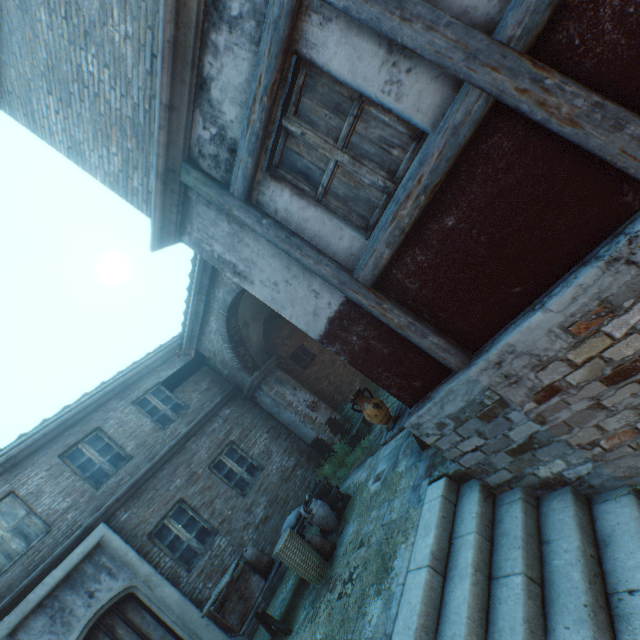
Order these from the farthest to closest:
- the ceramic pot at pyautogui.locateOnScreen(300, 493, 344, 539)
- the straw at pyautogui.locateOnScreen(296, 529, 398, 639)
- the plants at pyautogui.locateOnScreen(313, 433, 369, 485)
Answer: the plants at pyautogui.locateOnScreen(313, 433, 369, 485)
the ceramic pot at pyautogui.locateOnScreen(300, 493, 344, 539)
the straw at pyautogui.locateOnScreen(296, 529, 398, 639)

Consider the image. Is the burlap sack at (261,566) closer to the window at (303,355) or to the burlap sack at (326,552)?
the burlap sack at (326,552)

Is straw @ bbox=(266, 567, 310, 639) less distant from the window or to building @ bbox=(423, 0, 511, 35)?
building @ bbox=(423, 0, 511, 35)

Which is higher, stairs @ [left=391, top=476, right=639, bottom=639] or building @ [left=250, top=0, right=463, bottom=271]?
building @ [left=250, top=0, right=463, bottom=271]

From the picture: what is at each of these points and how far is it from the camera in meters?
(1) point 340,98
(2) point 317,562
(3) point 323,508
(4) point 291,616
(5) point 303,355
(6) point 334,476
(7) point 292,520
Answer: (1) building, 2.7
(2) wicker basket, 5.6
(3) ceramic pot, 6.4
(4) straw, 5.8
(5) window, 13.2
(6) plants, 9.5
(7) burlap sack, 6.6

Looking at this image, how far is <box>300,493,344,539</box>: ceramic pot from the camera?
6.3m

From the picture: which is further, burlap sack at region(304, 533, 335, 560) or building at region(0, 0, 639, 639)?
burlap sack at region(304, 533, 335, 560)

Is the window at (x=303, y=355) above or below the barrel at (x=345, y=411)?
above
